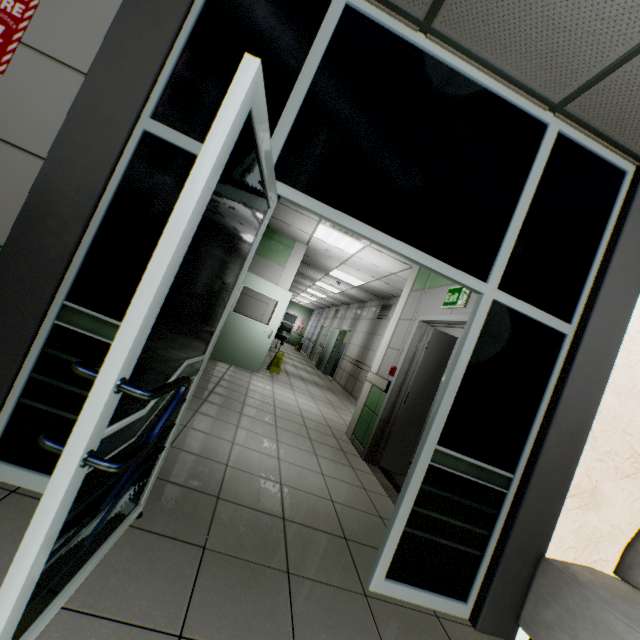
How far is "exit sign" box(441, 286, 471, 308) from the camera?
3.6m

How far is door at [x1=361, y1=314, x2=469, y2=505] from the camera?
4.22m

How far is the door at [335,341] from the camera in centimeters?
1236cm

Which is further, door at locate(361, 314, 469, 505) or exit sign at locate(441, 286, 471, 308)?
door at locate(361, 314, 469, 505)

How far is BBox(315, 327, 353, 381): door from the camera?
12.4 meters

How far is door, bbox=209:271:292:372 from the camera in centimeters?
689cm

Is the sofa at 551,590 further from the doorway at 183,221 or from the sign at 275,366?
the sign at 275,366

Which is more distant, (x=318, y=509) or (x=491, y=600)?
(x=318, y=509)
